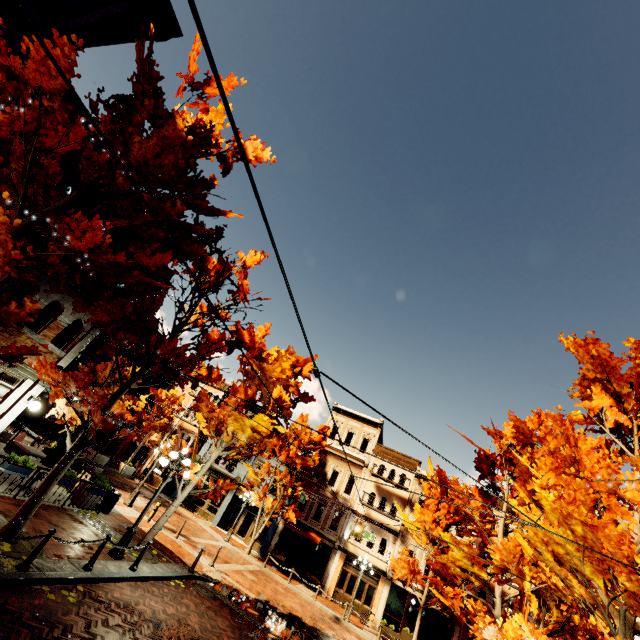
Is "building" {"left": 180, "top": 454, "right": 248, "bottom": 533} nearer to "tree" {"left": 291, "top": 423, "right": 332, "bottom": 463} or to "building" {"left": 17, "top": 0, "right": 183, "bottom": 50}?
"tree" {"left": 291, "top": 423, "right": 332, "bottom": 463}

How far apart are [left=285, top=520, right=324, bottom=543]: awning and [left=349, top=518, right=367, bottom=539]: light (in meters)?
7.83

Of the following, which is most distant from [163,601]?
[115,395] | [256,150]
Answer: [256,150]

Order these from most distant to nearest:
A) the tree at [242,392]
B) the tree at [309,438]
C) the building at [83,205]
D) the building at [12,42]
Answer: the tree at [309,438] < the tree at [242,392] < the building at [83,205] < the building at [12,42]

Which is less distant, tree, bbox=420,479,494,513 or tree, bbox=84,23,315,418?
tree, bbox=84,23,315,418

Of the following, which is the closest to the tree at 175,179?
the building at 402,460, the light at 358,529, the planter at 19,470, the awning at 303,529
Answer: A: the building at 402,460

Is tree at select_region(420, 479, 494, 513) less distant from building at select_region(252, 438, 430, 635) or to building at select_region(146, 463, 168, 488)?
building at select_region(252, 438, 430, 635)

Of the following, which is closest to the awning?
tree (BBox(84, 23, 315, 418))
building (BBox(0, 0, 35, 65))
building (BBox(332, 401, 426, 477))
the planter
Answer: building (BBox(332, 401, 426, 477))
